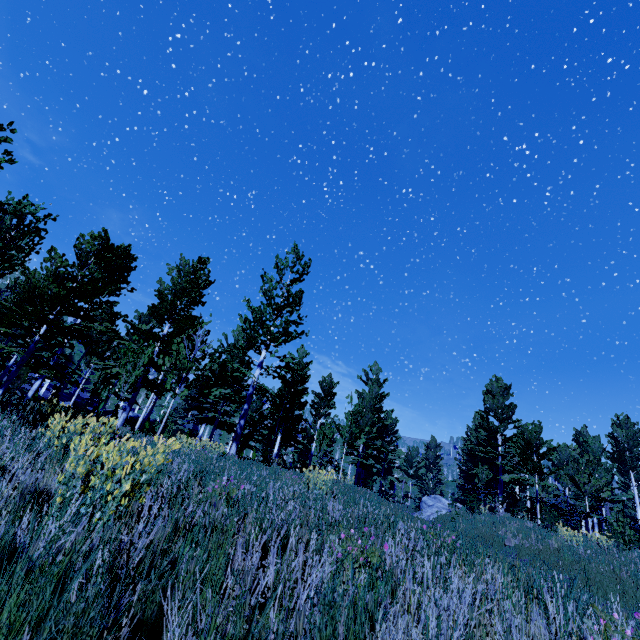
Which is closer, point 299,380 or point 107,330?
point 107,330

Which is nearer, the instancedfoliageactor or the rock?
the instancedfoliageactor

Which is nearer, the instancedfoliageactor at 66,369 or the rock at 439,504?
the instancedfoliageactor at 66,369

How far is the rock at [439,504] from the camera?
18.4 meters

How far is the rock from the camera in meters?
18.4 m
